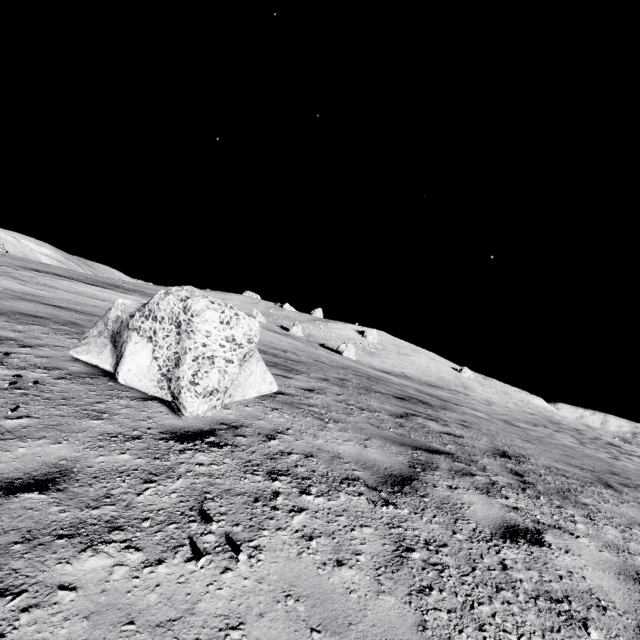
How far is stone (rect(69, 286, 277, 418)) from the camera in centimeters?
321cm

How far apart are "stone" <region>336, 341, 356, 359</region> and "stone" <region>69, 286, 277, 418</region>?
37.9m

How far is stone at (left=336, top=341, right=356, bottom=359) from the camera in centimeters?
4344cm

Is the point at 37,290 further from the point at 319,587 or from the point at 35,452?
the point at 319,587

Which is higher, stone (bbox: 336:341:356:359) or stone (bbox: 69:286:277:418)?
stone (bbox: 336:341:356:359)

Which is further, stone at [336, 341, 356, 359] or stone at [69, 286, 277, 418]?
stone at [336, 341, 356, 359]

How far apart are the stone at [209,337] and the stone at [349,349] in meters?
37.9 m

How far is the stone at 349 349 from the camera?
43.4m
